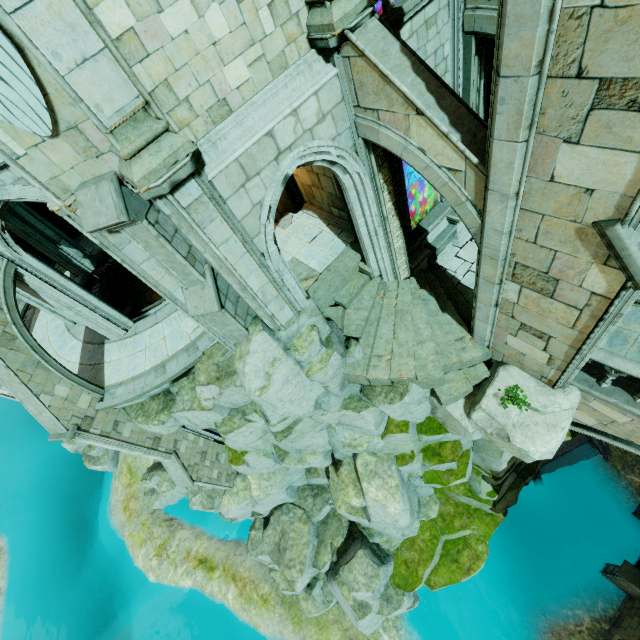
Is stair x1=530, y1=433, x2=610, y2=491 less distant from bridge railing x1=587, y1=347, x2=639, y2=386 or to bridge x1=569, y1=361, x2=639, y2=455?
bridge x1=569, y1=361, x2=639, y2=455

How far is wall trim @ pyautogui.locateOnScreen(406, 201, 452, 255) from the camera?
11.2m

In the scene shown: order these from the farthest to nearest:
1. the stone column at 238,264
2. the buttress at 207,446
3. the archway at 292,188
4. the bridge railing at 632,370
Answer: the archway at 292,188 < the buttress at 207,446 < the bridge railing at 632,370 < the stone column at 238,264

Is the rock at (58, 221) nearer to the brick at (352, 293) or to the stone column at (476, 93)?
Result: the stone column at (476, 93)

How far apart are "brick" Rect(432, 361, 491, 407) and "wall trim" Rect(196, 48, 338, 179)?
8.24m

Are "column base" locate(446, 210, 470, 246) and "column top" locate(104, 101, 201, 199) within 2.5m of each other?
no

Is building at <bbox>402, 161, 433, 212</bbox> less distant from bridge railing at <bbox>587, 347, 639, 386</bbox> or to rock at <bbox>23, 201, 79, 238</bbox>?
rock at <bbox>23, 201, 79, 238</bbox>

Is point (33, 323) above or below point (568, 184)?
below
